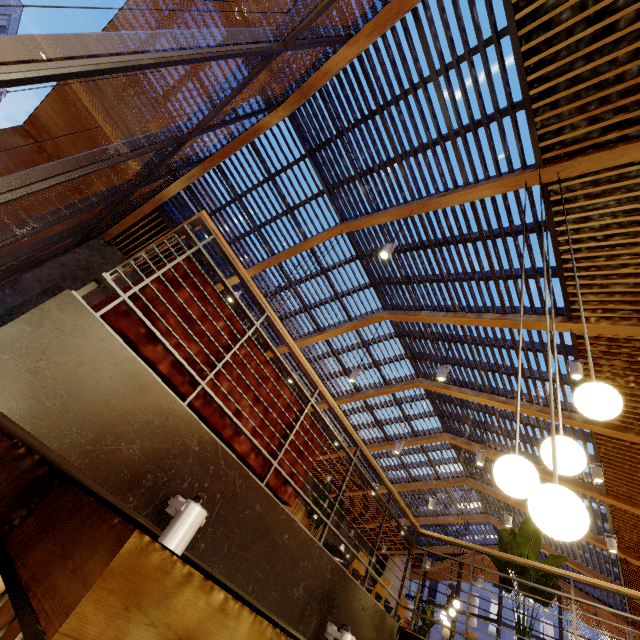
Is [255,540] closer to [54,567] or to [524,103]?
[54,567]

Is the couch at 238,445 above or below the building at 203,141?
below

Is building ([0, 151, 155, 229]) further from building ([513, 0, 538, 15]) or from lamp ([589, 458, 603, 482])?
lamp ([589, 458, 603, 482])

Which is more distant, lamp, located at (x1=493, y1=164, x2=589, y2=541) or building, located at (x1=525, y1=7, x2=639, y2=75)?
building, located at (x1=525, y1=7, x2=639, y2=75)

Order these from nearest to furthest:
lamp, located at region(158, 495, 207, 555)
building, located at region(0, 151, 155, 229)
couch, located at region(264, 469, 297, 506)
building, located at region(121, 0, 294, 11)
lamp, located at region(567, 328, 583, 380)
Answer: lamp, located at region(158, 495, 207, 555) < couch, located at region(264, 469, 297, 506) < lamp, located at region(567, 328, 583, 380) < building, located at region(121, 0, 294, 11) < building, located at region(0, 151, 155, 229)

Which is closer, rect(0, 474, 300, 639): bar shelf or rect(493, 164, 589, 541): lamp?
rect(493, 164, 589, 541): lamp

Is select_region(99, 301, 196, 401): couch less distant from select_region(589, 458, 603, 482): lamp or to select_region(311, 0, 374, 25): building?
select_region(311, 0, 374, 25): building

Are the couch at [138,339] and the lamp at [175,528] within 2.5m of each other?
yes
